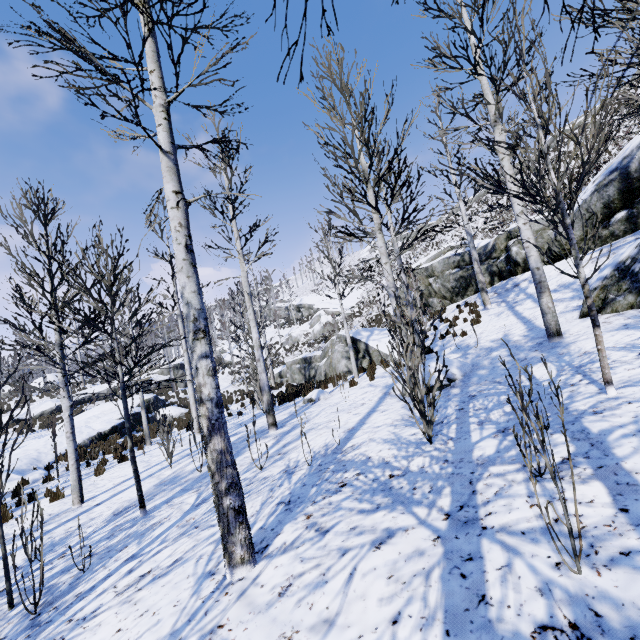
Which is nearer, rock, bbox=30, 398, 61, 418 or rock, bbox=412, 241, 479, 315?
rock, bbox=412, 241, 479, 315

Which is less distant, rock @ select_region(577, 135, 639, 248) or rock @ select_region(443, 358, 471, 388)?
rock @ select_region(443, 358, 471, 388)

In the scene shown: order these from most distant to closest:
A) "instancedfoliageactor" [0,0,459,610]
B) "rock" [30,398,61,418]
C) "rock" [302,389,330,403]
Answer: "rock" [30,398,61,418] → "rock" [302,389,330,403] → "instancedfoliageactor" [0,0,459,610]

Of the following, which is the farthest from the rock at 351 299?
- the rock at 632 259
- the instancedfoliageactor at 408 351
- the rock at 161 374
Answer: the rock at 632 259

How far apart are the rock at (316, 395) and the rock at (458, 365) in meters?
3.5

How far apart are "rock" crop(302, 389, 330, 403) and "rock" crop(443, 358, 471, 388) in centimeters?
349cm

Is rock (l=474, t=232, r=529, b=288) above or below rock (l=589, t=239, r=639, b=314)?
above

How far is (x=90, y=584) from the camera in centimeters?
360cm
